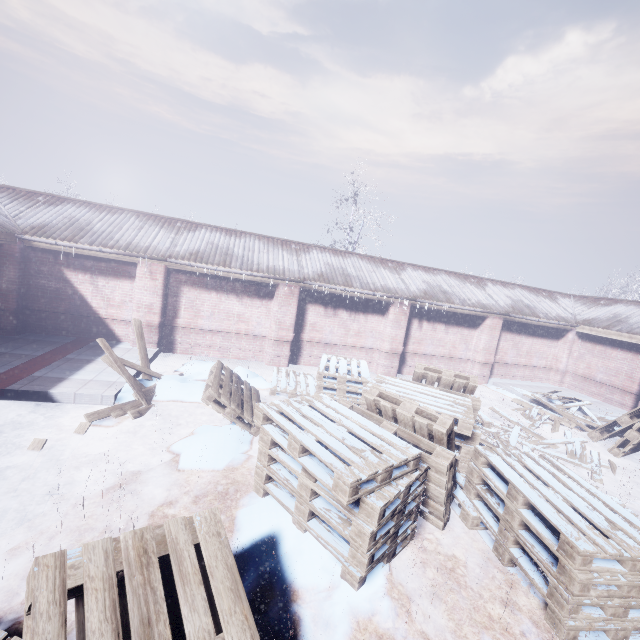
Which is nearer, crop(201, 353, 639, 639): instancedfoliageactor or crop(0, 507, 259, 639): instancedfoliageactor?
crop(0, 507, 259, 639): instancedfoliageactor

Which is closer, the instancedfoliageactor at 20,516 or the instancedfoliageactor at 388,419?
the instancedfoliageactor at 388,419

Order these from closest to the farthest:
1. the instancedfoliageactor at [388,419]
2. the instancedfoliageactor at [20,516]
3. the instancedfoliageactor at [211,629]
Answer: the instancedfoliageactor at [211,629] → the instancedfoliageactor at [388,419] → the instancedfoliageactor at [20,516]

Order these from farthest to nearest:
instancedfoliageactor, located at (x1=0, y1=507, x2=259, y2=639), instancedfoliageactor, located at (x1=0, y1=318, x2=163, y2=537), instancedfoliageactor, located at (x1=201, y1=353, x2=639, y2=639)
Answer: instancedfoliageactor, located at (x1=0, y1=318, x2=163, y2=537)
instancedfoliageactor, located at (x1=201, y1=353, x2=639, y2=639)
instancedfoliageactor, located at (x1=0, y1=507, x2=259, y2=639)

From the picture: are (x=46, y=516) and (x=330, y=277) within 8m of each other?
yes

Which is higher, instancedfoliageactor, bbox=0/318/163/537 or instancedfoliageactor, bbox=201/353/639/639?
instancedfoliageactor, bbox=201/353/639/639

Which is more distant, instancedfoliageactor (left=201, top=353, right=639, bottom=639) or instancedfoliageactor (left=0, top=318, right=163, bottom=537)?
instancedfoliageactor (left=0, top=318, right=163, bottom=537)
